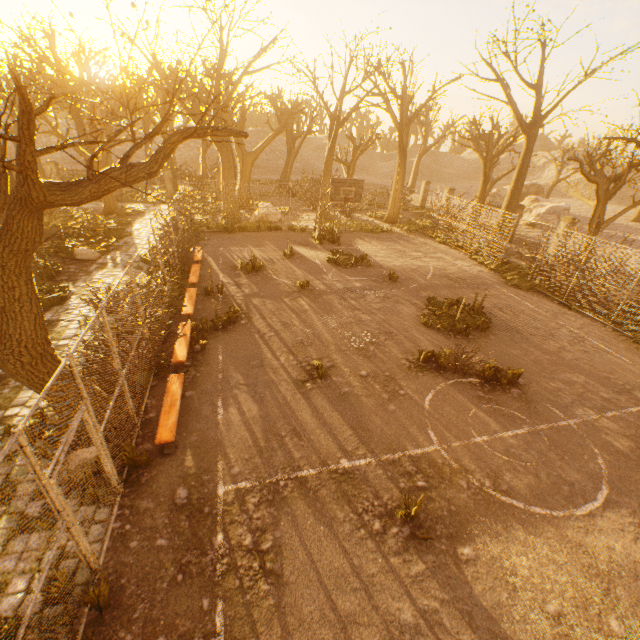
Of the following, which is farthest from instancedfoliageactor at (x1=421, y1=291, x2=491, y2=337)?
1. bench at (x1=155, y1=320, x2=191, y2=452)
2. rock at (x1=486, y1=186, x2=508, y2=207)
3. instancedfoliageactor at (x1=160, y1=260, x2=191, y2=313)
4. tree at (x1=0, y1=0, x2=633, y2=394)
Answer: rock at (x1=486, y1=186, x2=508, y2=207)

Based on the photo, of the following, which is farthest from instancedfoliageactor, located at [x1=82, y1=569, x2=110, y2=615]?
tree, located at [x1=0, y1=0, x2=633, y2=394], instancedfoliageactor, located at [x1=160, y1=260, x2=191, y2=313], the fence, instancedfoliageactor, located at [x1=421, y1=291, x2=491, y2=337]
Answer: instancedfoliageactor, located at [x1=421, y1=291, x2=491, y2=337]

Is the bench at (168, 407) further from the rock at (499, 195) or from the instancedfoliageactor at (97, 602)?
the rock at (499, 195)

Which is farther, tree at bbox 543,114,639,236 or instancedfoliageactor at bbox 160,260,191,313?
tree at bbox 543,114,639,236

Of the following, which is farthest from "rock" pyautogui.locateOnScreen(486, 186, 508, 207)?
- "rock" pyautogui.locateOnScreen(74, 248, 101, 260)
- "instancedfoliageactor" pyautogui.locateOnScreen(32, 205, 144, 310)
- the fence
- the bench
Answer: the bench

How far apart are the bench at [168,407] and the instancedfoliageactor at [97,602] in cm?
216

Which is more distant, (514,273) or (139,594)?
(514,273)

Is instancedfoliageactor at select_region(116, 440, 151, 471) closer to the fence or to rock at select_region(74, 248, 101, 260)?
the fence
